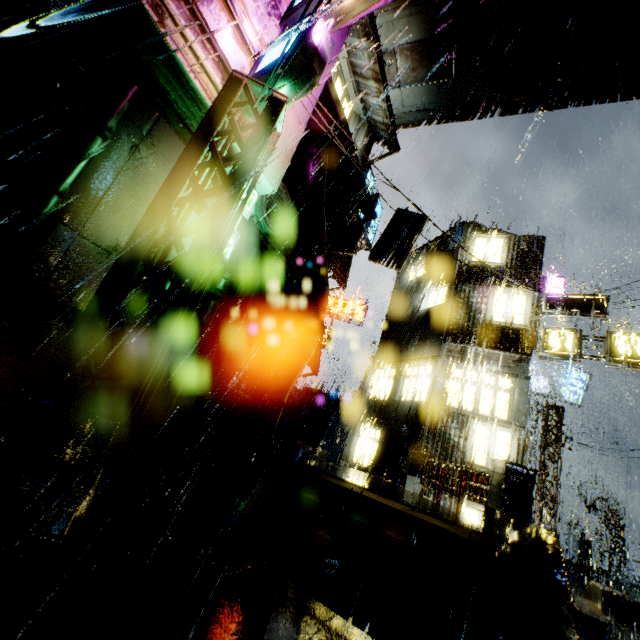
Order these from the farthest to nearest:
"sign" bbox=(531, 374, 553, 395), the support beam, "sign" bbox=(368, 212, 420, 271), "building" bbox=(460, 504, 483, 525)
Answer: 1. "sign" bbox=(531, 374, 553, 395)
2. the support beam
3. "sign" bbox=(368, 212, 420, 271)
4. "building" bbox=(460, 504, 483, 525)

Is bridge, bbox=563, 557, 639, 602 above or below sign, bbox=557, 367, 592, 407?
below

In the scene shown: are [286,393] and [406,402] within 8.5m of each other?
yes

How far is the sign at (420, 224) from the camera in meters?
15.3 m

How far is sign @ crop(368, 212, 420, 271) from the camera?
14.87m

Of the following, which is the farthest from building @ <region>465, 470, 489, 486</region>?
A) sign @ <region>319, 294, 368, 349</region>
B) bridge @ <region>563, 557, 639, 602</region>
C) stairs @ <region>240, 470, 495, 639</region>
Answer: stairs @ <region>240, 470, 495, 639</region>

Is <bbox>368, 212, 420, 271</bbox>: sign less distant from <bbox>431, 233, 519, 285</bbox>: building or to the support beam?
<bbox>431, 233, 519, 285</bbox>: building

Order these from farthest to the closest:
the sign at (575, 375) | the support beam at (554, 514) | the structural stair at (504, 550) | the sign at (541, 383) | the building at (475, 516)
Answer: the sign at (541, 383) → the sign at (575, 375) → the support beam at (554, 514) → the building at (475, 516) → the structural stair at (504, 550)
